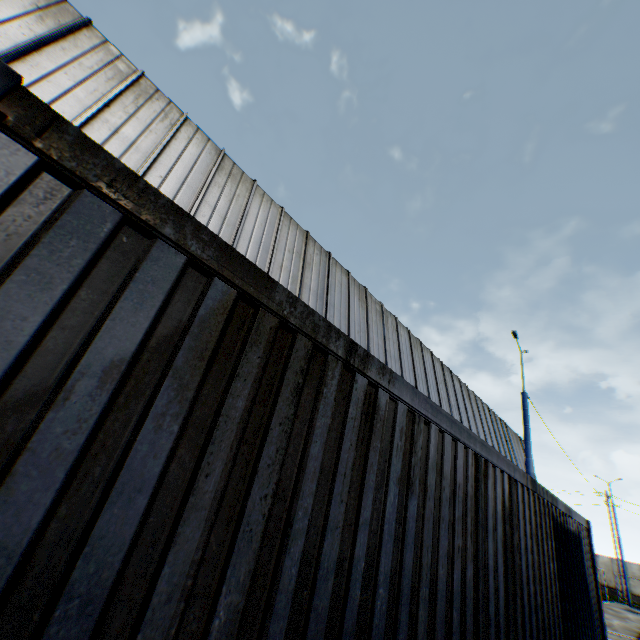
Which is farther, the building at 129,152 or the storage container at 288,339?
the building at 129,152

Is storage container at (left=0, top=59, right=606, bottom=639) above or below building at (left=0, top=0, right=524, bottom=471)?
below

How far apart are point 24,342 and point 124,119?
9.86m

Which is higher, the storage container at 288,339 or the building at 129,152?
the building at 129,152

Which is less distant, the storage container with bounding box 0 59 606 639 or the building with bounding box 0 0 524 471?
the storage container with bounding box 0 59 606 639
